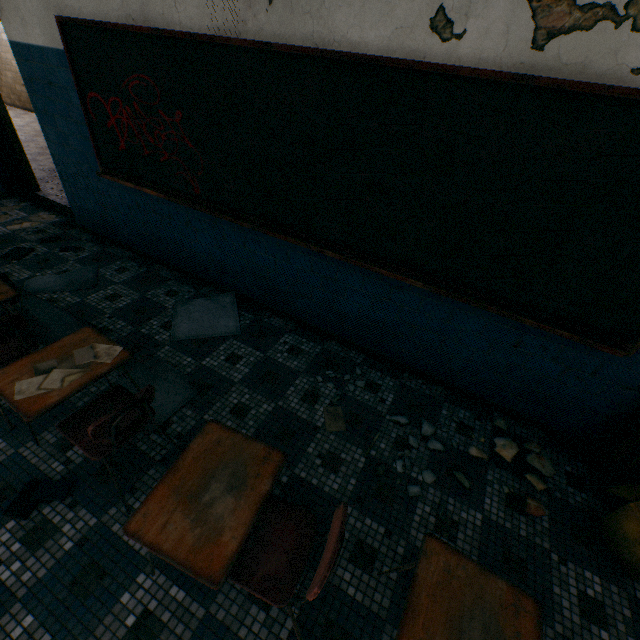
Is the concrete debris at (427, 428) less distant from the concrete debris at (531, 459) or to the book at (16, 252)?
the concrete debris at (531, 459)

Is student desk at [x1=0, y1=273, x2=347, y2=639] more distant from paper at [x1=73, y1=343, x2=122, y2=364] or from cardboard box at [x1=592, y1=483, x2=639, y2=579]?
cardboard box at [x1=592, y1=483, x2=639, y2=579]

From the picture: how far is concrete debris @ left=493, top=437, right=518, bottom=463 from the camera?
2.3 meters

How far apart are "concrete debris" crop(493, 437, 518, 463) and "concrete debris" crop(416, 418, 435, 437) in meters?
0.4 m

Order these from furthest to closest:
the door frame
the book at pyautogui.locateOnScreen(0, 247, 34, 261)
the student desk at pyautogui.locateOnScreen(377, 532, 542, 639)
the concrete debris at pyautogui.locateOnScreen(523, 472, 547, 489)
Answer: the door frame → the book at pyautogui.locateOnScreen(0, 247, 34, 261) → the concrete debris at pyautogui.locateOnScreen(523, 472, 547, 489) → the student desk at pyautogui.locateOnScreen(377, 532, 542, 639)

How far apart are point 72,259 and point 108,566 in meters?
3.5

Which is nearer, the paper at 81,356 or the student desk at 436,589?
the student desk at 436,589

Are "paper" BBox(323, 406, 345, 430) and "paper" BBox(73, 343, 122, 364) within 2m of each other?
yes
